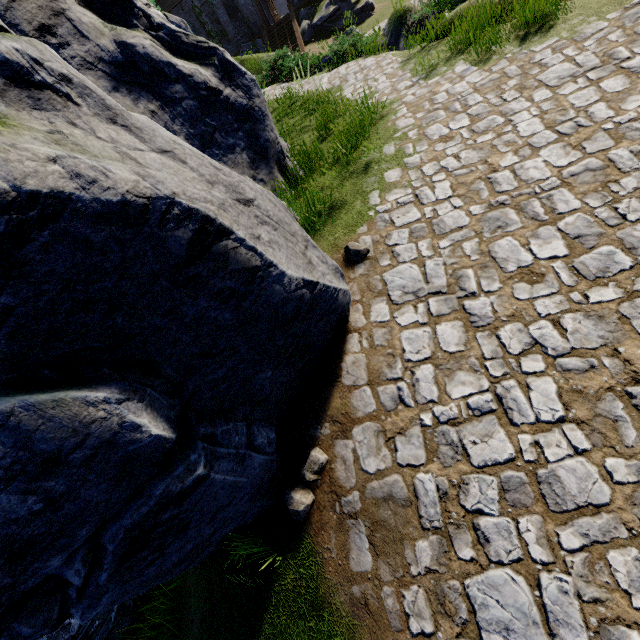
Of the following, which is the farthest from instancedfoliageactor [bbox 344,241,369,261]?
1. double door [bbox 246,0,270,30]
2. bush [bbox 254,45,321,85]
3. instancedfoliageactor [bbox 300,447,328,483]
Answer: double door [bbox 246,0,270,30]

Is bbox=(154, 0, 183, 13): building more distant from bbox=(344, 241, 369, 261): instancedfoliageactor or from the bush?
bbox=(344, 241, 369, 261): instancedfoliageactor

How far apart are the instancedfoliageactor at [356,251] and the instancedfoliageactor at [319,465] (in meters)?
2.25

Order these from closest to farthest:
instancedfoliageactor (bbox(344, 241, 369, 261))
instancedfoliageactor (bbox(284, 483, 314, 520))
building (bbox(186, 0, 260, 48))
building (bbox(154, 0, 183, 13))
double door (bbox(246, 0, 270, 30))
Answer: instancedfoliageactor (bbox(284, 483, 314, 520)) < instancedfoliageactor (bbox(344, 241, 369, 261)) < double door (bbox(246, 0, 270, 30)) < building (bbox(186, 0, 260, 48)) < building (bbox(154, 0, 183, 13))

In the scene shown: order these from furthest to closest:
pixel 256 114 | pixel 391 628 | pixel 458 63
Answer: pixel 458 63 → pixel 256 114 → pixel 391 628

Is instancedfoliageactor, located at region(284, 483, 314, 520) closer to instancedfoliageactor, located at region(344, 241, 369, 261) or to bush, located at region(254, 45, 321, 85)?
instancedfoliageactor, located at region(344, 241, 369, 261)
